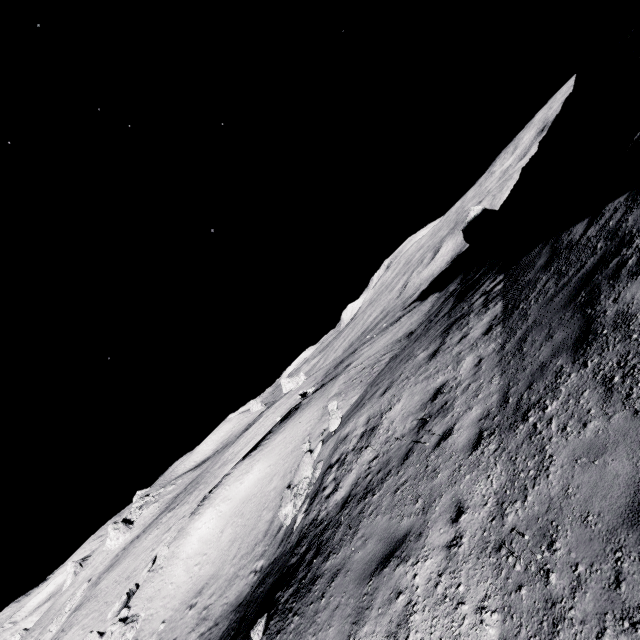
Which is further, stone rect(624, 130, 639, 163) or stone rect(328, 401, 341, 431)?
stone rect(328, 401, 341, 431)

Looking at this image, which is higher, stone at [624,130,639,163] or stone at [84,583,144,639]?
stone at [624,130,639,163]

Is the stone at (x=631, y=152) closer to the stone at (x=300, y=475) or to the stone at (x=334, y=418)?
the stone at (x=334, y=418)

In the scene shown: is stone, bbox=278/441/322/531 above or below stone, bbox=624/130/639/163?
below

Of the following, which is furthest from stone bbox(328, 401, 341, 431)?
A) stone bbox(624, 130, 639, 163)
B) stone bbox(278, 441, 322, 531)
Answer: stone bbox(624, 130, 639, 163)

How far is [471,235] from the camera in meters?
26.7 m

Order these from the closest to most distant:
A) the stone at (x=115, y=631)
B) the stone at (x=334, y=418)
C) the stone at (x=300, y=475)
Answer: the stone at (x=300, y=475)
the stone at (x=334, y=418)
the stone at (x=115, y=631)

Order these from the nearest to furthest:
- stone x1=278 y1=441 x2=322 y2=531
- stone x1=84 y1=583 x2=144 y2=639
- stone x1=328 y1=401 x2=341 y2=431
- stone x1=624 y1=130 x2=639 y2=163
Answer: stone x1=624 y1=130 x2=639 y2=163
stone x1=278 y1=441 x2=322 y2=531
stone x1=328 y1=401 x2=341 y2=431
stone x1=84 y1=583 x2=144 y2=639
